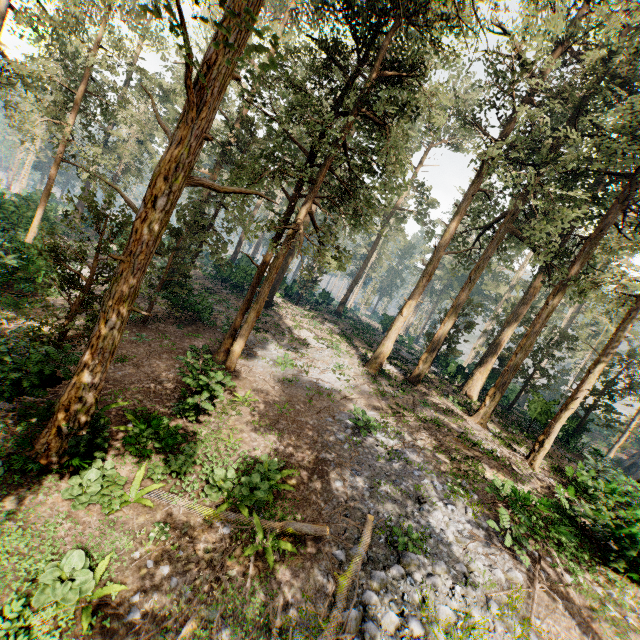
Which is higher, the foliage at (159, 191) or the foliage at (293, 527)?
the foliage at (159, 191)

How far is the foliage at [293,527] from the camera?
8.4 meters

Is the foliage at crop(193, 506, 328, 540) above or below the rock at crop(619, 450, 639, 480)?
below

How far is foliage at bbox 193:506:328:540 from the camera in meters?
8.4 m

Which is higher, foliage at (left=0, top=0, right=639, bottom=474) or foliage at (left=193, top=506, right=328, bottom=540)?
foliage at (left=0, top=0, right=639, bottom=474)

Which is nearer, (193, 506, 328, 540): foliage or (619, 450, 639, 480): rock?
(193, 506, 328, 540): foliage

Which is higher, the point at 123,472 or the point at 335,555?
the point at 335,555
